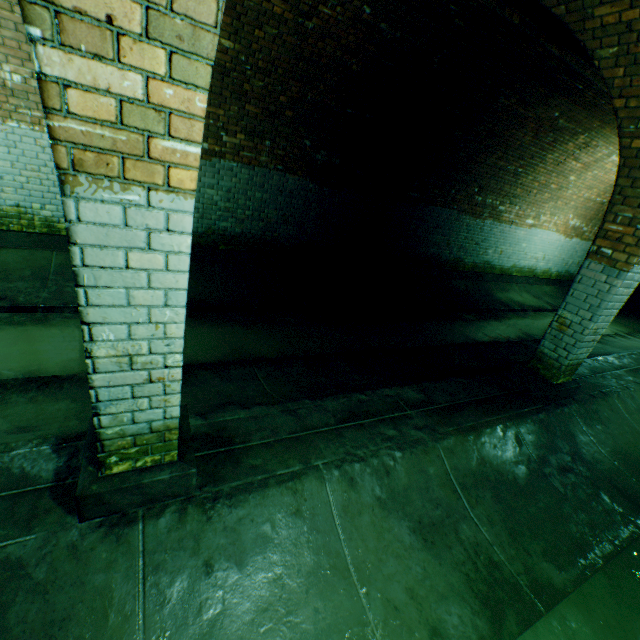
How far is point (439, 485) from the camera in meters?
2.9

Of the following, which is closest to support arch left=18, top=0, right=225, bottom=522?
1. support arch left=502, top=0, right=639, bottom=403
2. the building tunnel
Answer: the building tunnel

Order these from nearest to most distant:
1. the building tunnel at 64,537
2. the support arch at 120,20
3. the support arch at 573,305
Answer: the support arch at 120,20
the building tunnel at 64,537
the support arch at 573,305

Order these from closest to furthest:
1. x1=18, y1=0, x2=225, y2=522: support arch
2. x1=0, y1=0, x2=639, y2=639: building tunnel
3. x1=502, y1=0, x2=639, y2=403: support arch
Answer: x1=18, y1=0, x2=225, y2=522: support arch
x1=0, y1=0, x2=639, y2=639: building tunnel
x1=502, y1=0, x2=639, y2=403: support arch

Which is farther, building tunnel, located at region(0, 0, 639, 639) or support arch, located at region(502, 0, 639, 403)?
support arch, located at region(502, 0, 639, 403)

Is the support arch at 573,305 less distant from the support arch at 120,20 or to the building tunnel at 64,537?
the building tunnel at 64,537

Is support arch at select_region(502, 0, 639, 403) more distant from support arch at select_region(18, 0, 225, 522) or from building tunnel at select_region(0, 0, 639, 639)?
support arch at select_region(18, 0, 225, 522)
